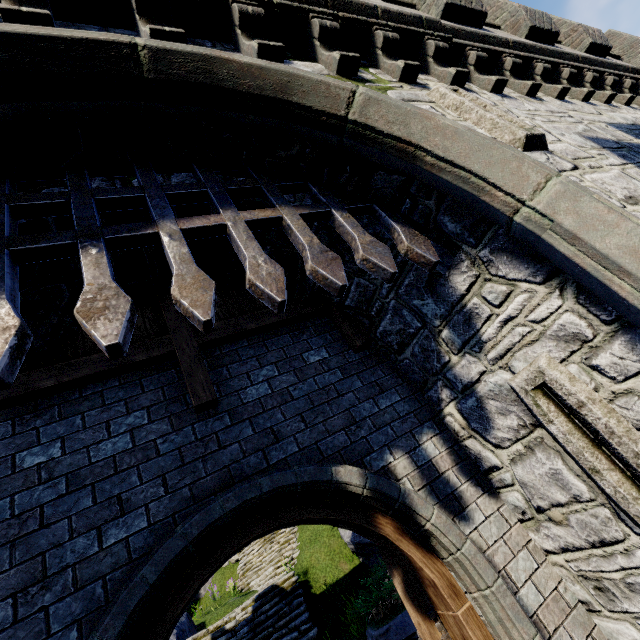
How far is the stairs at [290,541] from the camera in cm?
1435

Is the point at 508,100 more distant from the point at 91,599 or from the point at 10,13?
the point at 91,599

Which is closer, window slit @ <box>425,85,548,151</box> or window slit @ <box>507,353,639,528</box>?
window slit @ <box>507,353,639,528</box>

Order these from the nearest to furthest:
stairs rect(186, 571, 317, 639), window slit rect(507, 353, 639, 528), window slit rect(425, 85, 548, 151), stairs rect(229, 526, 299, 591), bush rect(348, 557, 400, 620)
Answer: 1. window slit rect(507, 353, 639, 528)
2. window slit rect(425, 85, 548, 151)
3. bush rect(348, 557, 400, 620)
4. stairs rect(186, 571, 317, 639)
5. stairs rect(229, 526, 299, 591)

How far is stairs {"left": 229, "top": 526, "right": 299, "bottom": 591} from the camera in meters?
14.4 m

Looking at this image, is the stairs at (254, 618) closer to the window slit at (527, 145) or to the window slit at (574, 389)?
the window slit at (574, 389)

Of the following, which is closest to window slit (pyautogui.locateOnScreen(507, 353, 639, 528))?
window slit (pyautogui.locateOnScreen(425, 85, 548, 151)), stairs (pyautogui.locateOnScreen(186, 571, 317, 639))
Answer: window slit (pyautogui.locateOnScreen(425, 85, 548, 151))

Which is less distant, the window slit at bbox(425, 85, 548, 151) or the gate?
the gate
